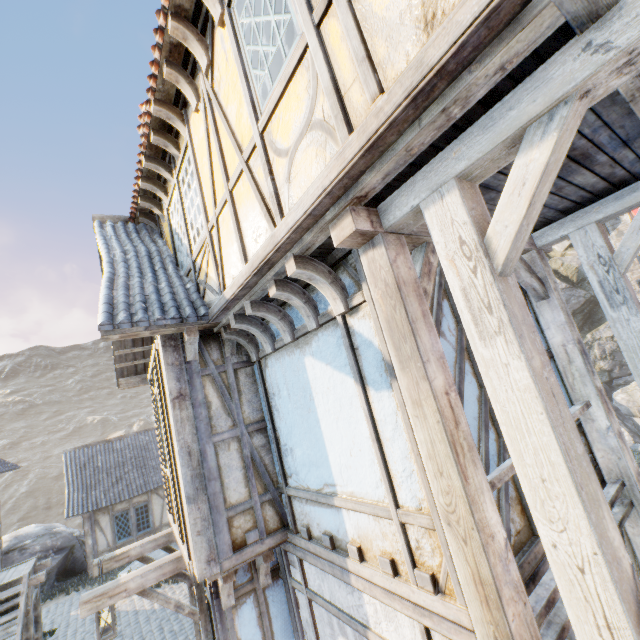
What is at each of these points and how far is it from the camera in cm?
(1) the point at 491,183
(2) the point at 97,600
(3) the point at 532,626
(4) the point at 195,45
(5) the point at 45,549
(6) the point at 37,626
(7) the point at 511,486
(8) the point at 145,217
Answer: (1) building, 249
(2) wooden structure, 412
(3) wooden structure, 189
(4) wooden structure, 346
(5) rock, 1546
(6) wooden structure, 929
(7) building, 281
(8) wooden structure, 621

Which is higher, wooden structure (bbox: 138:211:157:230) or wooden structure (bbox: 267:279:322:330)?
wooden structure (bbox: 138:211:157:230)

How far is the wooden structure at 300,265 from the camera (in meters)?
2.74

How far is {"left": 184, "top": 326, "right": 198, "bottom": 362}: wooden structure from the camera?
4.1 meters

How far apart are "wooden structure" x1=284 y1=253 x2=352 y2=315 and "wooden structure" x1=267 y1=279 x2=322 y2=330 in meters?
0.3

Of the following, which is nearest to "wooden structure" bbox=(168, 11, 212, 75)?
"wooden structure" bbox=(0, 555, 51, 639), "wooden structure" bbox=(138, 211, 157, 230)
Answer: "wooden structure" bbox=(138, 211, 157, 230)

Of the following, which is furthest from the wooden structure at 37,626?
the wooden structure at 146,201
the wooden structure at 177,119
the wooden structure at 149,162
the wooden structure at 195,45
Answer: the wooden structure at 195,45

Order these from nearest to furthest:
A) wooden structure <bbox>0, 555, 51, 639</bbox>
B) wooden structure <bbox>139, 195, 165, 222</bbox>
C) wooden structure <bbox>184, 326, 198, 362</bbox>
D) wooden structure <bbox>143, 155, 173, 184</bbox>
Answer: wooden structure <bbox>184, 326, 198, 362</bbox>, wooden structure <bbox>143, 155, 173, 184</bbox>, wooden structure <bbox>139, 195, 165, 222</bbox>, wooden structure <bbox>0, 555, 51, 639</bbox>
